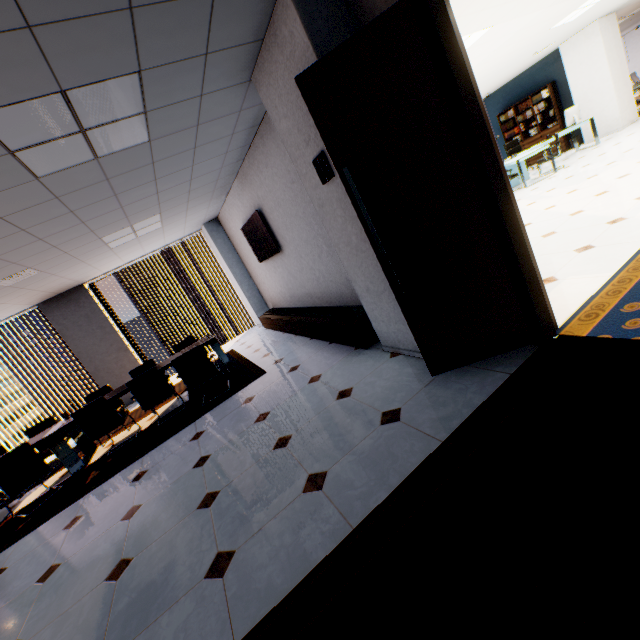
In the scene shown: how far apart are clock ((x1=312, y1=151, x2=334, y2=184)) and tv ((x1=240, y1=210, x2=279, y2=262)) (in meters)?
2.86

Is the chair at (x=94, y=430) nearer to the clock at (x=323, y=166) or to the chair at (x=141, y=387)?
the chair at (x=141, y=387)

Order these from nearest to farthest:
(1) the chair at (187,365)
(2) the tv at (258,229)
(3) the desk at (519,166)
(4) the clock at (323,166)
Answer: (4) the clock at (323,166), (1) the chair at (187,365), (2) the tv at (258,229), (3) the desk at (519,166)

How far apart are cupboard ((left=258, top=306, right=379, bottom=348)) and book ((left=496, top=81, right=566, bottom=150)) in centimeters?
1133cm

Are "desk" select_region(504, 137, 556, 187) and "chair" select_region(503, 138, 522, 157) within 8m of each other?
yes

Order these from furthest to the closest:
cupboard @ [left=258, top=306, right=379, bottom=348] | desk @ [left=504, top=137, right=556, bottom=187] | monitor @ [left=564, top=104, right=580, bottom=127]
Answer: monitor @ [left=564, top=104, right=580, bottom=127], desk @ [left=504, top=137, right=556, bottom=187], cupboard @ [left=258, top=306, right=379, bottom=348]

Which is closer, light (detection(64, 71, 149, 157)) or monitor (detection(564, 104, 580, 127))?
light (detection(64, 71, 149, 157))

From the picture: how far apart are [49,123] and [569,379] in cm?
384
